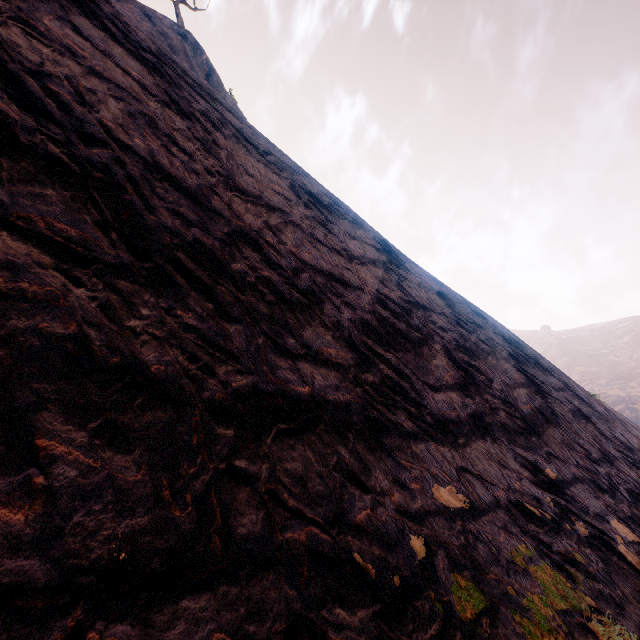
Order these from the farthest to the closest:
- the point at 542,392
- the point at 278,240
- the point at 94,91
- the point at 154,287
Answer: the point at 542,392 < the point at 278,240 < the point at 94,91 < the point at 154,287
